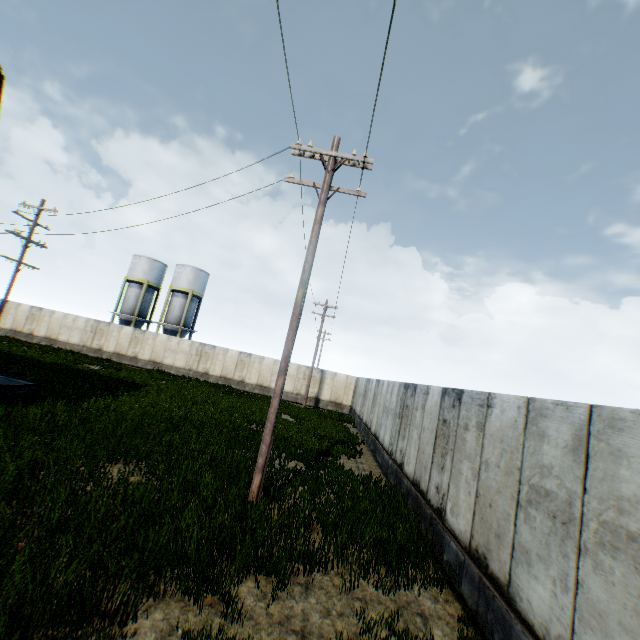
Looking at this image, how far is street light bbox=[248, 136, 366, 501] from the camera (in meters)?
7.65

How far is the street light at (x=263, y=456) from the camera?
7.65m

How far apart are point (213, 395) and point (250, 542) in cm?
1791
